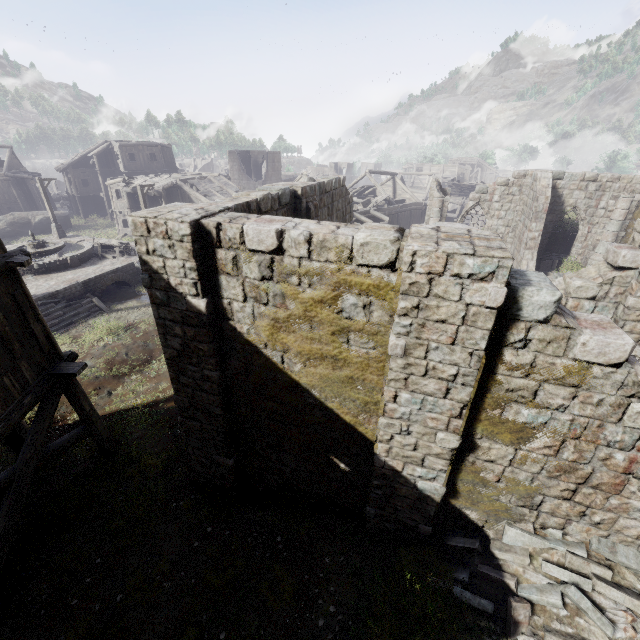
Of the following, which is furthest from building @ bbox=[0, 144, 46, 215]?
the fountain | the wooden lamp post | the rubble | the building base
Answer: the fountain

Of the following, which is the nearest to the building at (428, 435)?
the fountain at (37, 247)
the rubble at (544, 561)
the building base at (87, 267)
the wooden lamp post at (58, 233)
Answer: the rubble at (544, 561)

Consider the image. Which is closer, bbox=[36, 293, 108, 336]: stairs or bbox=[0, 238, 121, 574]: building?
bbox=[0, 238, 121, 574]: building

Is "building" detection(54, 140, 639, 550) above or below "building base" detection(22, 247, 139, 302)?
above

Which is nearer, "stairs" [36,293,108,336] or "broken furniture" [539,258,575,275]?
"stairs" [36,293,108,336]

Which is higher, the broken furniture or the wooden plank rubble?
the wooden plank rubble

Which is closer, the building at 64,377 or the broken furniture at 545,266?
the building at 64,377

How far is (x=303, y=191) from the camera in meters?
9.4
